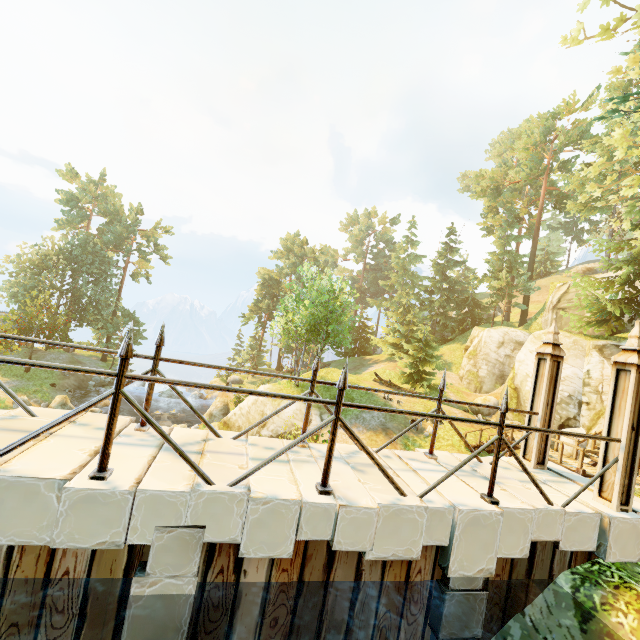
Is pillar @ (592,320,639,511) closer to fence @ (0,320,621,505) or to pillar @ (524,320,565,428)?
fence @ (0,320,621,505)

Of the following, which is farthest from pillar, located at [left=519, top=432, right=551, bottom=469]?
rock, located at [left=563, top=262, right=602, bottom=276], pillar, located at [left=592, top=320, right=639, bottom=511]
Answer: rock, located at [left=563, top=262, right=602, bottom=276]

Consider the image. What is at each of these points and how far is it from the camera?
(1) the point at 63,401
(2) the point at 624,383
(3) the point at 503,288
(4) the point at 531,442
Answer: (1) rock, 25.4 meters
(2) pillar, 4.8 meters
(3) tree, 37.1 meters
(4) pillar, 6.0 meters

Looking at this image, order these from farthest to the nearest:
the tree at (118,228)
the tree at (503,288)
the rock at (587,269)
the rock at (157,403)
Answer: the rock at (587,269) → the tree at (118,228) → the rock at (157,403) → the tree at (503,288)

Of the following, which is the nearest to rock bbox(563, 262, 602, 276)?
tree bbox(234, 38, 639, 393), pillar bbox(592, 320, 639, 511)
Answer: tree bbox(234, 38, 639, 393)

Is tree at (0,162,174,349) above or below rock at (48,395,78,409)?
above

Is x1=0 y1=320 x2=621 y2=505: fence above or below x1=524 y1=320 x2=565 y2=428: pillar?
below

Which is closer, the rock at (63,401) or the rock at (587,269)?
the rock at (63,401)
